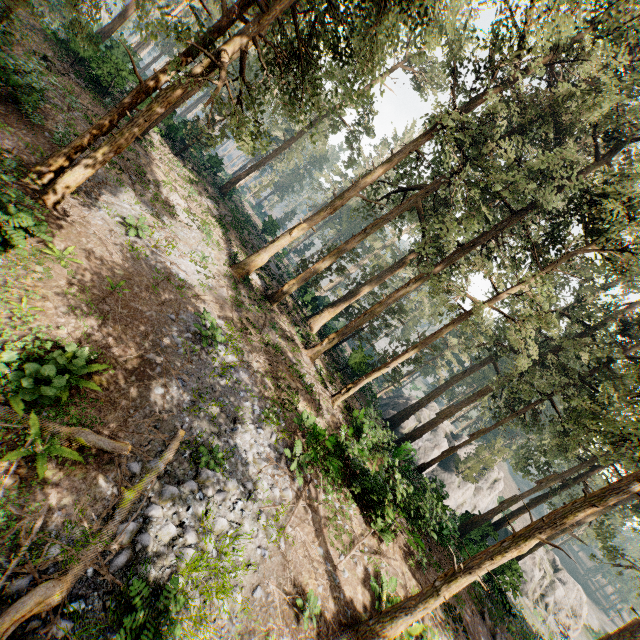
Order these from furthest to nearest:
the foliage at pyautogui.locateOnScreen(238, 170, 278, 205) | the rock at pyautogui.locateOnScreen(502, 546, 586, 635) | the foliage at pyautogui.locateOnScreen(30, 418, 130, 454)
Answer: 1. the foliage at pyautogui.locateOnScreen(238, 170, 278, 205)
2. the rock at pyautogui.locateOnScreen(502, 546, 586, 635)
3. the foliage at pyautogui.locateOnScreen(30, 418, 130, 454)

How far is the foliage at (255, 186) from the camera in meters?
56.5 m

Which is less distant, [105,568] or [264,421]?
[105,568]

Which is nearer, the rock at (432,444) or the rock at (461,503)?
the rock at (461,503)

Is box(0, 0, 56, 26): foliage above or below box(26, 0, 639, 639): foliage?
below

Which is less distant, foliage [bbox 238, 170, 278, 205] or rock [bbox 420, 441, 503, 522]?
rock [bbox 420, 441, 503, 522]

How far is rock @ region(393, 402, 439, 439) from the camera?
40.59m
